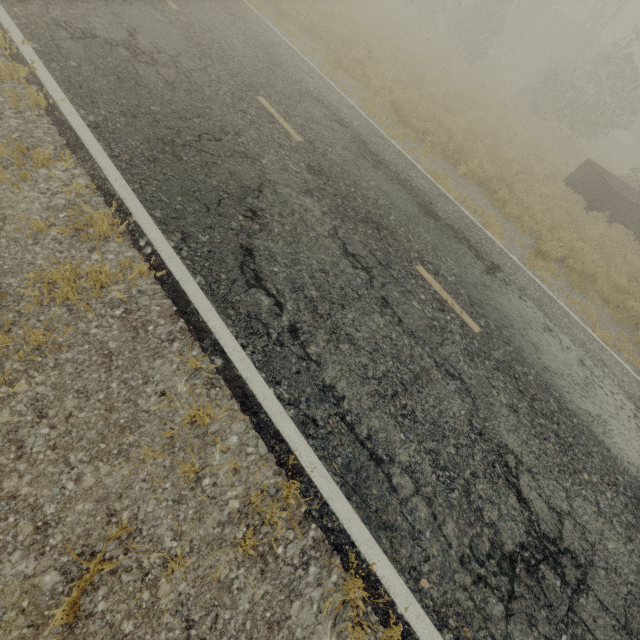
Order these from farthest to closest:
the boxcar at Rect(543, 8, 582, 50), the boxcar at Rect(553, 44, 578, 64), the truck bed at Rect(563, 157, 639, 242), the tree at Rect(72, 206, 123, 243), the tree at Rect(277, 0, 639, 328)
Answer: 1. the boxcar at Rect(553, 44, 578, 64)
2. the boxcar at Rect(543, 8, 582, 50)
3. the truck bed at Rect(563, 157, 639, 242)
4. the tree at Rect(277, 0, 639, 328)
5. the tree at Rect(72, 206, 123, 243)

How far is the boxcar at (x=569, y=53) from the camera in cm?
3156

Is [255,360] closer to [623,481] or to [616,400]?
[623,481]

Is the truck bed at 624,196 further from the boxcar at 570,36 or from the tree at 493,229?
the boxcar at 570,36

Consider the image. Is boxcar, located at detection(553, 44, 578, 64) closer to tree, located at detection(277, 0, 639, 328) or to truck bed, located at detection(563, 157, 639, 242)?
tree, located at detection(277, 0, 639, 328)

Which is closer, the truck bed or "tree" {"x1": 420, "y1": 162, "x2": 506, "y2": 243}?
"tree" {"x1": 420, "y1": 162, "x2": 506, "y2": 243}

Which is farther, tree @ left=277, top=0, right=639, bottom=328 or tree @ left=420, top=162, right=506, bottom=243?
tree @ left=277, top=0, right=639, bottom=328

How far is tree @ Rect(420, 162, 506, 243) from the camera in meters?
8.2
